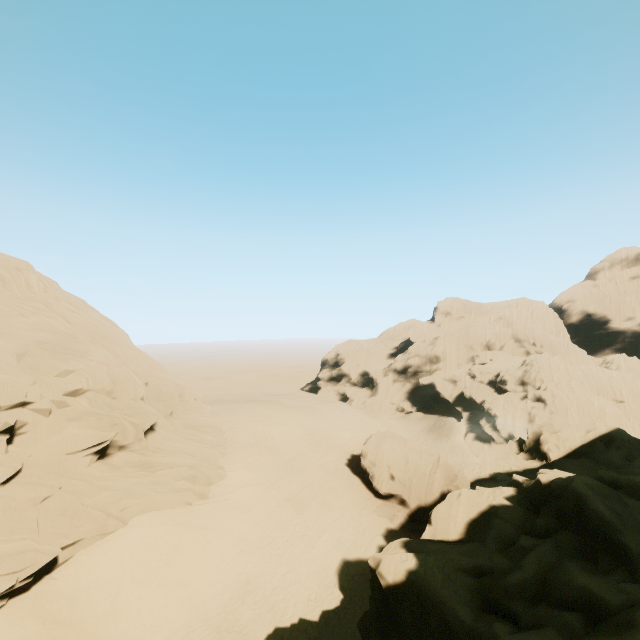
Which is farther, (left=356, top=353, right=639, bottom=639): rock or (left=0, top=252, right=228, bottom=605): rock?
(left=0, top=252, right=228, bottom=605): rock

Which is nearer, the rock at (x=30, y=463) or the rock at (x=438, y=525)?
the rock at (x=438, y=525)

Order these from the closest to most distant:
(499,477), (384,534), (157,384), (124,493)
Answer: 1. (124,493)
2. (499,477)
3. (384,534)
4. (157,384)
